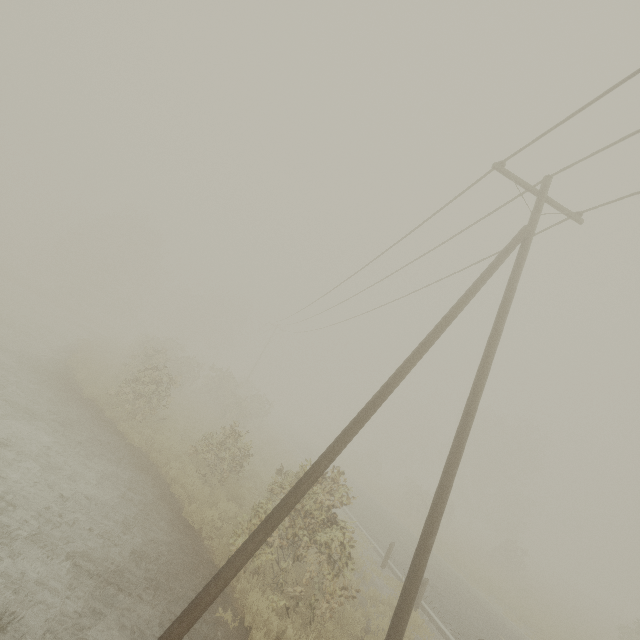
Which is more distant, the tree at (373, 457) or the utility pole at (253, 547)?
the tree at (373, 457)

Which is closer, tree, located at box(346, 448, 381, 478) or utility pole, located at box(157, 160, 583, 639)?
utility pole, located at box(157, 160, 583, 639)

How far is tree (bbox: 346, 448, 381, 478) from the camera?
46.81m

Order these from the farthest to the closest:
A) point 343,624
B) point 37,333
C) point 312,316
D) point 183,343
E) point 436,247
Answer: point 183,343 → point 312,316 → point 37,333 → point 436,247 → point 343,624

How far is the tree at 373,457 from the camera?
46.8m
